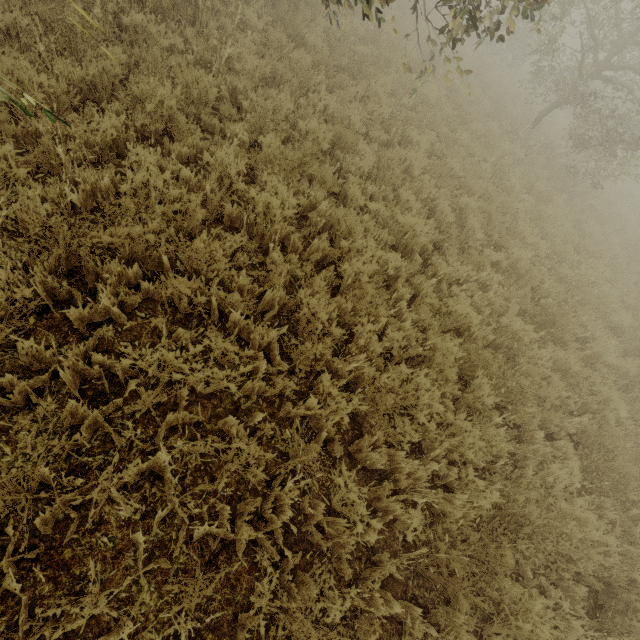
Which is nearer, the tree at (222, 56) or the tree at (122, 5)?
the tree at (122, 5)

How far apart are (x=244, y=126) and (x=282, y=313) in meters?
3.2

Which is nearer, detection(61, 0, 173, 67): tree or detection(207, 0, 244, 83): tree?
detection(61, 0, 173, 67): tree

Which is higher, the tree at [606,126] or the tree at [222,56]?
the tree at [606,126]

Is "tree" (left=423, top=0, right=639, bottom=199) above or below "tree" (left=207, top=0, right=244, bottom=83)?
above
